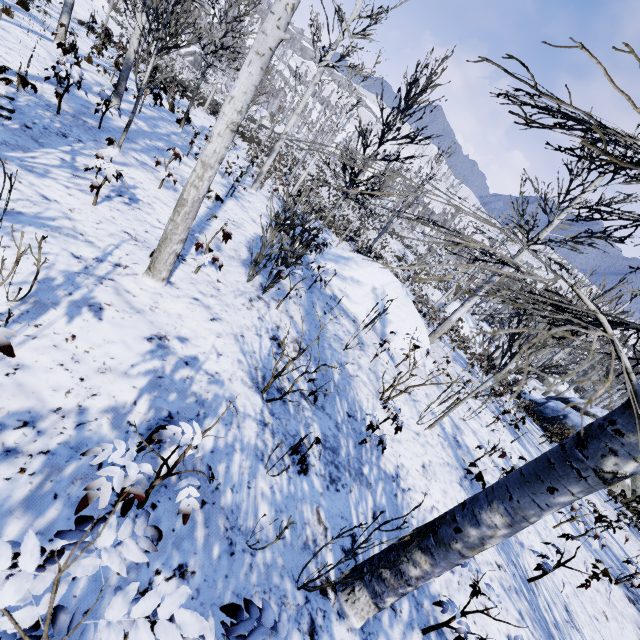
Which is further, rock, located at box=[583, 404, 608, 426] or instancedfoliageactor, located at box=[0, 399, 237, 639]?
rock, located at box=[583, 404, 608, 426]

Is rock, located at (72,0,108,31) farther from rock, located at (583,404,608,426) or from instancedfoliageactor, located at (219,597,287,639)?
rock, located at (583,404,608,426)

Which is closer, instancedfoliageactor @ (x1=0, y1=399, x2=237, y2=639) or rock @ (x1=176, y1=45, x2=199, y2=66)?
instancedfoliageactor @ (x1=0, y1=399, x2=237, y2=639)

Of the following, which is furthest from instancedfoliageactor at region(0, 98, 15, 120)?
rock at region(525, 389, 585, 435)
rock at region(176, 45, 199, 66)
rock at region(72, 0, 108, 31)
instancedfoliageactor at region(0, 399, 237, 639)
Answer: rock at region(176, 45, 199, 66)

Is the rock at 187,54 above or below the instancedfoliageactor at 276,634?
below

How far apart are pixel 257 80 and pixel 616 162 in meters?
2.9

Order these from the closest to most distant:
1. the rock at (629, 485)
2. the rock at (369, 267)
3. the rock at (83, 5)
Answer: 1. the rock at (369, 267)
2. the rock at (629, 485)
3. the rock at (83, 5)

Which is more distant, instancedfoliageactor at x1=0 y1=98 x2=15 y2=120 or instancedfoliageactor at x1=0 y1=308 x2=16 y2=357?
instancedfoliageactor at x1=0 y1=98 x2=15 y2=120
